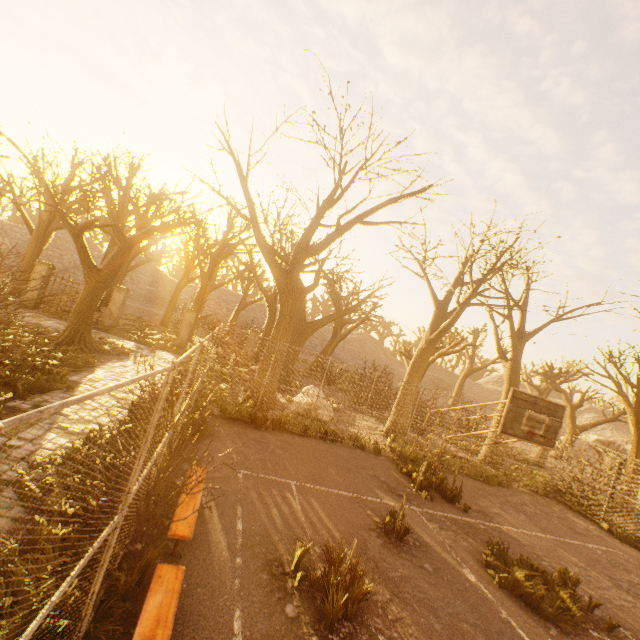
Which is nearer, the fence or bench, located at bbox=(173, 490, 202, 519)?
the fence

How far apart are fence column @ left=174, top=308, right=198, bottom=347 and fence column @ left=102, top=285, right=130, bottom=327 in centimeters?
325cm

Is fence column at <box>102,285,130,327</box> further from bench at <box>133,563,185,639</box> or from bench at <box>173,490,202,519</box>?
bench at <box>133,563,185,639</box>

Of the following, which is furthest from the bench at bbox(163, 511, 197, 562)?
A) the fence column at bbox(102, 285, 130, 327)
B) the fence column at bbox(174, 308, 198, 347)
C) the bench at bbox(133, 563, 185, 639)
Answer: the fence column at bbox(102, 285, 130, 327)

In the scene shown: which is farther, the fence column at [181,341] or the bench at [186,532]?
the fence column at [181,341]

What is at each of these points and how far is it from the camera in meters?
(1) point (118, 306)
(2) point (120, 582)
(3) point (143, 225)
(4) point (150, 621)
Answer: (1) fence column, 18.4 m
(2) instancedfoliageactor, 3.7 m
(3) tree, 28.0 m
(4) bench, 3.2 m

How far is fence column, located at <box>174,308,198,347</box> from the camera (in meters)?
19.25

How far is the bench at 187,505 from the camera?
4.8 meters
